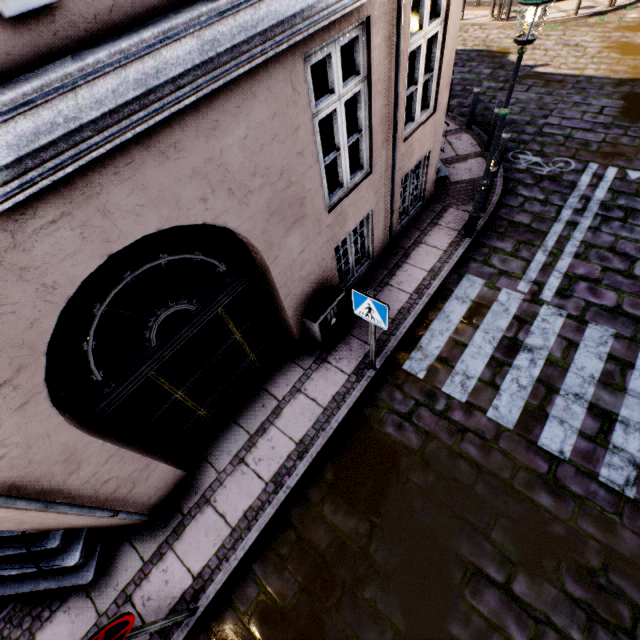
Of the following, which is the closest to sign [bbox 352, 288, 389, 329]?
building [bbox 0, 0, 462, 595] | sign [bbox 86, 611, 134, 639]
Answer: building [bbox 0, 0, 462, 595]

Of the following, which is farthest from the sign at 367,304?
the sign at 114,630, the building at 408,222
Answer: the sign at 114,630

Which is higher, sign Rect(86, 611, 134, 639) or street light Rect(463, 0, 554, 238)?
street light Rect(463, 0, 554, 238)

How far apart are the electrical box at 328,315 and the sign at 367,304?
0.93m

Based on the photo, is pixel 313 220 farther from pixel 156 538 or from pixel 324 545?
pixel 156 538

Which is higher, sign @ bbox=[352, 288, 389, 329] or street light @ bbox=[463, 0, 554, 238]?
street light @ bbox=[463, 0, 554, 238]

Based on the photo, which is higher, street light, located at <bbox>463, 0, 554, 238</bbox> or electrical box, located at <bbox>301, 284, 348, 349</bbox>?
street light, located at <bbox>463, 0, 554, 238</bbox>

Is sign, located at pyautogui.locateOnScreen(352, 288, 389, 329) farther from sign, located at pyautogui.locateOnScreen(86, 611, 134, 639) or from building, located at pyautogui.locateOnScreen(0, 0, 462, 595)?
sign, located at pyautogui.locateOnScreen(86, 611, 134, 639)
